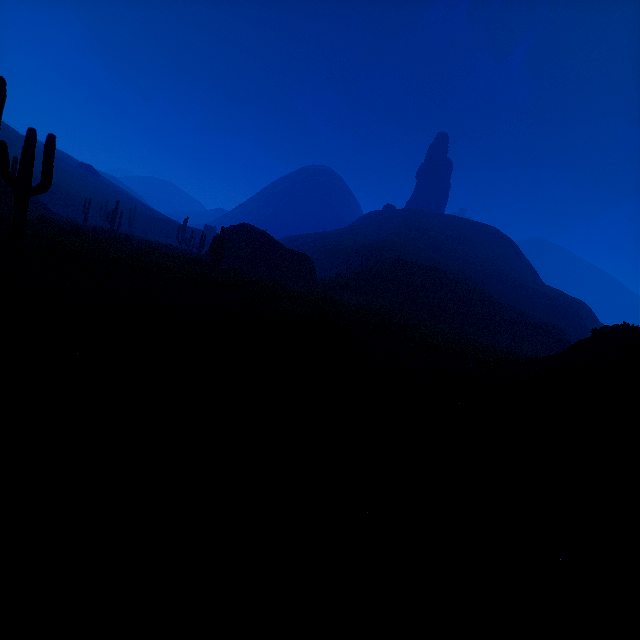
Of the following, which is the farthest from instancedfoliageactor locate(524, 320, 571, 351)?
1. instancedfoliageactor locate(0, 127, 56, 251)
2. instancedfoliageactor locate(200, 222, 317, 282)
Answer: instancedfoliageactor locate(0, 127, 56, 251)

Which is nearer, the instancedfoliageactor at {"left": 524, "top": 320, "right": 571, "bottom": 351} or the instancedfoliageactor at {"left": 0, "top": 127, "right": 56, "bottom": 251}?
the instancedfoliageactor at {"left": 0, "top": 127, "right": 56, "bottom": 251}

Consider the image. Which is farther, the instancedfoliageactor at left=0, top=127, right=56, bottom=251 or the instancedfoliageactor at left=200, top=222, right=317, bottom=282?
the instancedfoliageactor at left=200, top=222, right=317, bottom=282

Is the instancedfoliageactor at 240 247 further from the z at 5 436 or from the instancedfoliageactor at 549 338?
the instancedfoliageactor at 549 338

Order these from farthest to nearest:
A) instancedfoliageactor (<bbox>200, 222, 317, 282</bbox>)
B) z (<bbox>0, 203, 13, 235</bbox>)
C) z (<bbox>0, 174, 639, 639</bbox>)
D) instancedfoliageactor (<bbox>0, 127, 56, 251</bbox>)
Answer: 1. instancedfoliageactor (<bbox>200, 222, 317, 282</bbox>)
2. z (<bbox>0, 203, 13, 235</bbox>)
3. instancedfoliageactor (<bbox>0, 127, 56, 251</bbox>)
4. z (<bbox>0, 174, 639, 639</bbox>)

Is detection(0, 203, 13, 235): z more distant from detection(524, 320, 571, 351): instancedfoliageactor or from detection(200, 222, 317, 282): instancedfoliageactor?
detection(200, 222, 317, 282): instancedfoliageactor

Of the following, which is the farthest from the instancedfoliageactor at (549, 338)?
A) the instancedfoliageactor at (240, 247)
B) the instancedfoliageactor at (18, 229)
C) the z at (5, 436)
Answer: the instancedfoliageactor at (18, 229)

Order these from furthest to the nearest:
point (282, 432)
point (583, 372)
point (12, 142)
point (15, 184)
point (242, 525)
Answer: point (12, 142)
point (15, 184)
point (583, 372)
point (282, 432)
point (242, 525)
